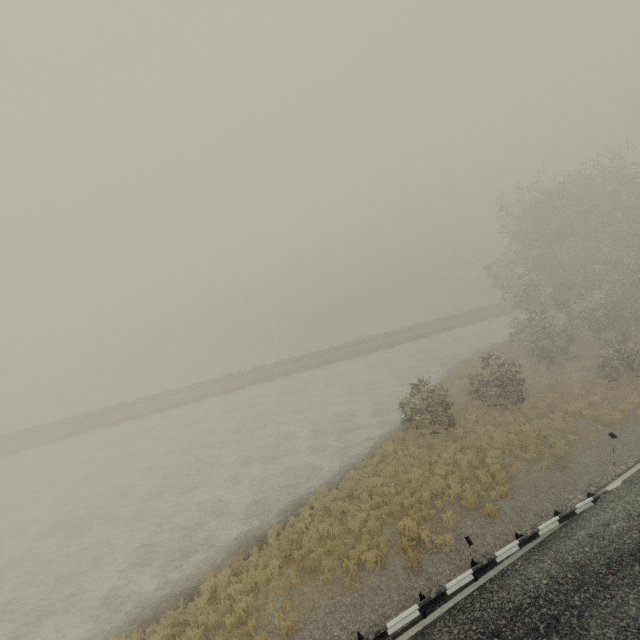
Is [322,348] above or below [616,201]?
below
